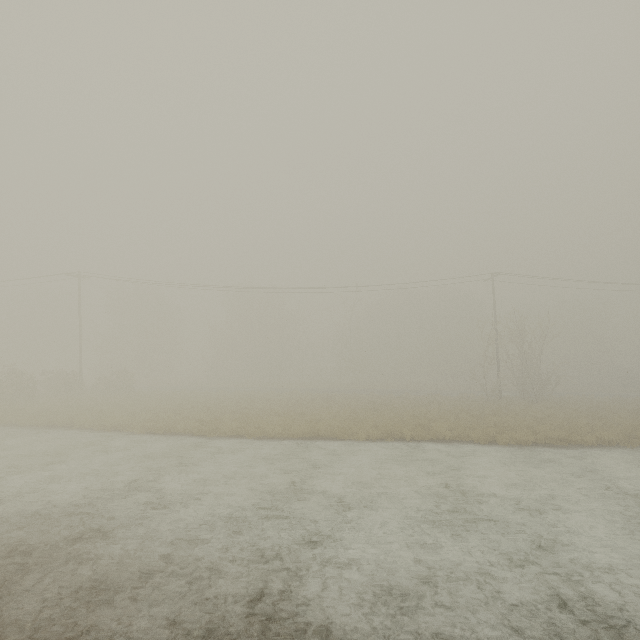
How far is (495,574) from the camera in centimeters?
609cm
